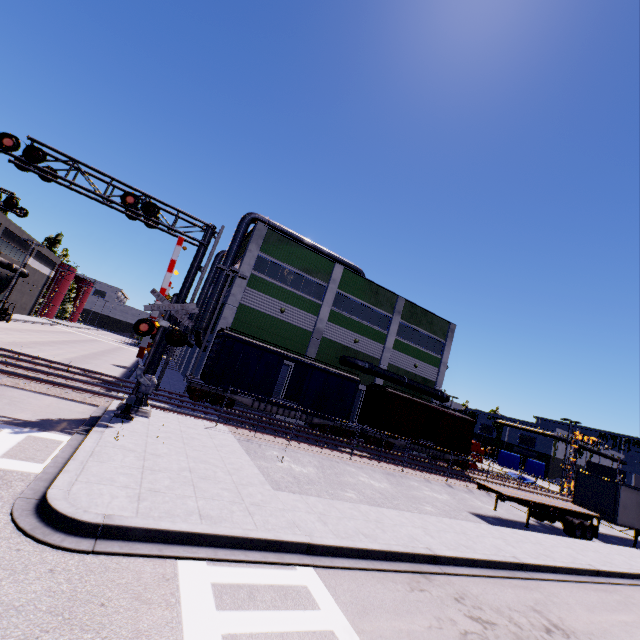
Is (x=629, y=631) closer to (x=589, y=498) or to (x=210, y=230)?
(x=589, y=498)

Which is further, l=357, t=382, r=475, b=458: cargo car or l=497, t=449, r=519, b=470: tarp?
l=497, t=449, r=519, b=470: tarp

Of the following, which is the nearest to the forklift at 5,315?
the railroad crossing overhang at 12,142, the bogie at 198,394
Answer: the bogie at 198,394

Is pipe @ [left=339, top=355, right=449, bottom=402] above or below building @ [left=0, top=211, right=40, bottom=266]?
below

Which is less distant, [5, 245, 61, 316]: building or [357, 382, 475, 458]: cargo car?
[357, 382, 475, 458]: cargo car

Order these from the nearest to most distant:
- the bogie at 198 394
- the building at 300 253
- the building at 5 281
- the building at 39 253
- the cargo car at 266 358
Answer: the bogie at 198 394, the cargo car at 266 358, the building at 300 253, the building at 5 281, the building at 39 253

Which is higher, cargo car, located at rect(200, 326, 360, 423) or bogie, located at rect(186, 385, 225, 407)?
cargo car, located at rect(200, 326, 360, 423)

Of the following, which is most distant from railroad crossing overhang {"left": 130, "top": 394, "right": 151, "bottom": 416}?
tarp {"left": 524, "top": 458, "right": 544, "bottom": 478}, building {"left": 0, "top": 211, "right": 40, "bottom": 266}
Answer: tarp {"left": 524, "top": 458, "right": 544, "bottom": 478}
